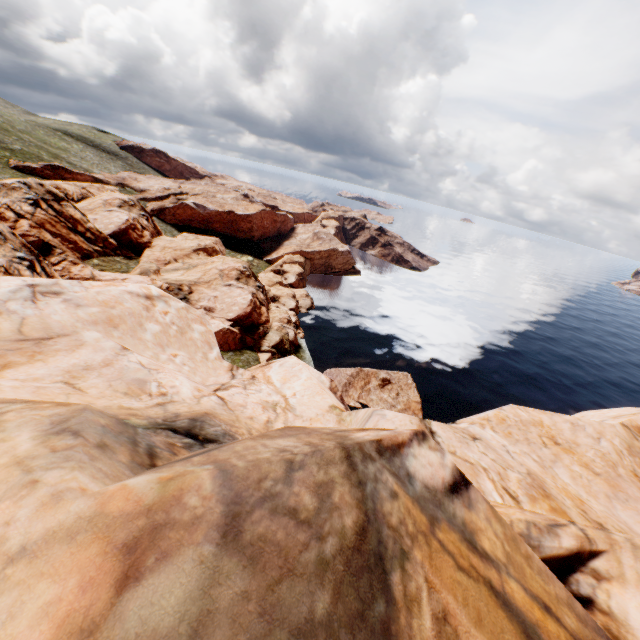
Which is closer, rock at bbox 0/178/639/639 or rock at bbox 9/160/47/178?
rock at bbox 0/178/639/639

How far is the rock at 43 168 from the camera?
56.7m

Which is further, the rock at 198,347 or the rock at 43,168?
the rock at 43,168

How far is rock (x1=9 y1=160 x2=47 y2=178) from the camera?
56.72m

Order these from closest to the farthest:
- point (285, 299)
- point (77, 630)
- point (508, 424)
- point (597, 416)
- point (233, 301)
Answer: point (77, 630) → point (508, 424) → point (597, 416) → point (233, 301) → point (285, 299)
